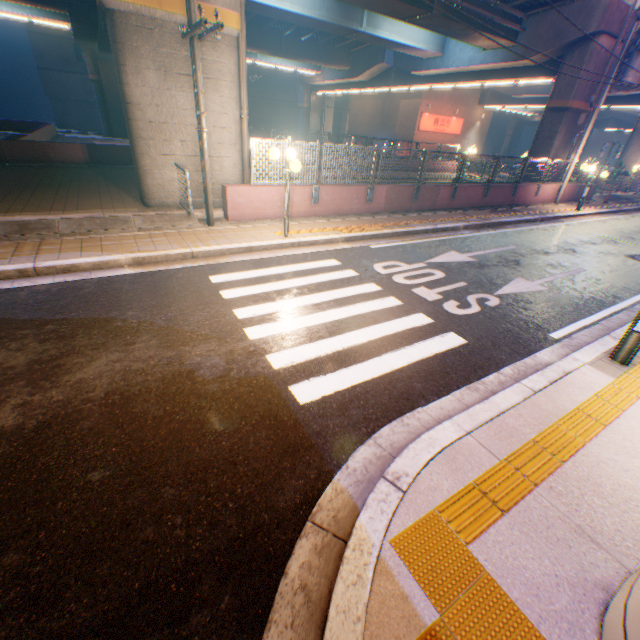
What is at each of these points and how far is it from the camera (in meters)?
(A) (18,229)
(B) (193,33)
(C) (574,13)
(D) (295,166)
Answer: (A) concrete curb, 7.26
(B) electric pole, 6.48
(C) overpass support, 16.39
(D) street lamp, 7.53

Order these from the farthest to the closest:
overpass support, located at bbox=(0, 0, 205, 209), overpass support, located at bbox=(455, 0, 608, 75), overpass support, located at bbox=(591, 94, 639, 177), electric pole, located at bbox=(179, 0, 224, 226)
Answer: overpass support, located at bbox=(591, 94, 639, 177)
overpass support, located at bbox=(455, 0, 608, 75)
overpass support, located at bbox=(0, 0, 205, 209)
electric pole, located at bbox=(179, 0, 224, 226)

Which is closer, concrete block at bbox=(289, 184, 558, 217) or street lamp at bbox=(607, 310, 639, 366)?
street lamp at bbox=(607, 310, 639, 366)

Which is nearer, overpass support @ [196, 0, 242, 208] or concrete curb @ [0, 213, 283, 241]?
concrete curb @ [0, 213, 283, 241]

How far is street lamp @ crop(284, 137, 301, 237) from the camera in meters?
7.6 m

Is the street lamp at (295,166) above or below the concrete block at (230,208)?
above

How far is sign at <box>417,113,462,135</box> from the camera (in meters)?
33.47

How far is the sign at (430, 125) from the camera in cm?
3347
